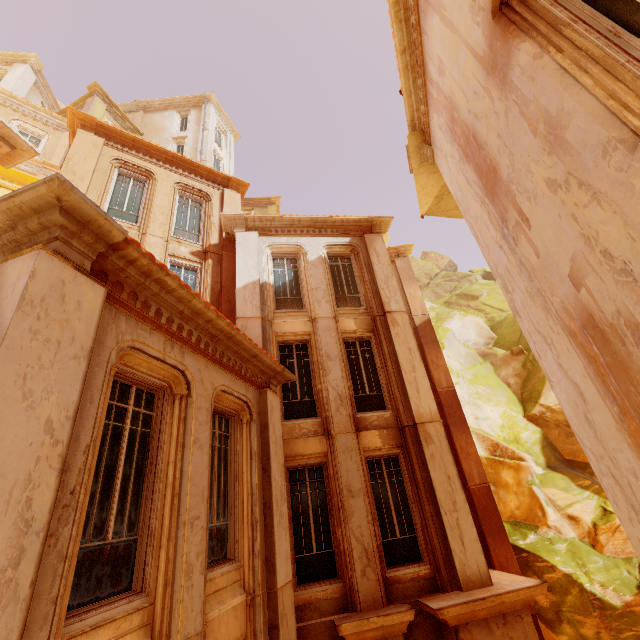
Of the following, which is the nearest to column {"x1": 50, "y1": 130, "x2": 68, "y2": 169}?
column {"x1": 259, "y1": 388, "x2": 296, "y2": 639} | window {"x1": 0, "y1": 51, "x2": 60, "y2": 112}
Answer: window {"x1": 0, "y1": 51, "x2": 60, "y2": 112}

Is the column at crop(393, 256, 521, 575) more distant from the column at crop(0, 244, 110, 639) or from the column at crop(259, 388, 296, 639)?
the column at crop(0, 244, 110, 639)

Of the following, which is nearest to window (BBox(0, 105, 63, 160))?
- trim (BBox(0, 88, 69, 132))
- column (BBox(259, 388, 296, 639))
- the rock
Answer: trim (BBox(0, 88, 69, 132))

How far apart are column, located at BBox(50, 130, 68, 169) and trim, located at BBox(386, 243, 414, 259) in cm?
1663

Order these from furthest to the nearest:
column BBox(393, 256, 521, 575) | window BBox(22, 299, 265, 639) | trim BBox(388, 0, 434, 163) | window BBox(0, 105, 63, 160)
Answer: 1. window BBox(0, 105, 63, 160)
2. column BBox(393, 256, 521, 575)
3. trim BBox(388, 0, 434, 163)
4. window BBox(22, 299, 265, 639)

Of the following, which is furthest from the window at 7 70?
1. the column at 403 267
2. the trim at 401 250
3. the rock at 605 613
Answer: the rock at 605 613

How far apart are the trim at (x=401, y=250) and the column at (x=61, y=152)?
16.6m

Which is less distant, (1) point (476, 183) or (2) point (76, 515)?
(2) point (76, 515)
